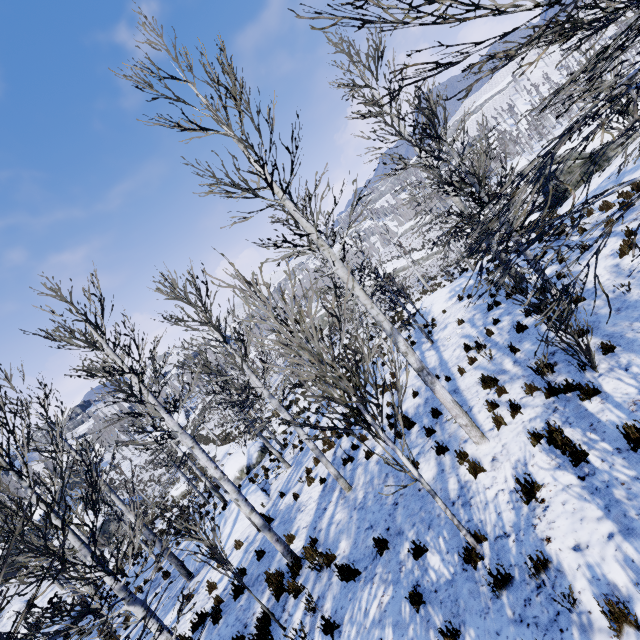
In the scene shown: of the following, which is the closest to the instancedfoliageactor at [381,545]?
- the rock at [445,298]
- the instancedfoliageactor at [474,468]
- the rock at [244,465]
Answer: the instancedfoliageactor at [474,468]

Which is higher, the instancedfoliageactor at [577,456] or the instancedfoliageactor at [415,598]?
the instancedfoliageactor at [577,456]

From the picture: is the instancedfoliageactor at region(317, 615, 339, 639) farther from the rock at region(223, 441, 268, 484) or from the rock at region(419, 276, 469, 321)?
the rock at region(419, 276, 469, 321)

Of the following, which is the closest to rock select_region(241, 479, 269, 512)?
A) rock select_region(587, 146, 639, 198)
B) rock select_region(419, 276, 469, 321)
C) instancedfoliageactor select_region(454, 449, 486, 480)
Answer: instancedfoliageactor select_region(454, 449, 486, 480)

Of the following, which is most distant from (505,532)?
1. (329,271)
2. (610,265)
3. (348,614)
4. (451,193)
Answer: (451,193)

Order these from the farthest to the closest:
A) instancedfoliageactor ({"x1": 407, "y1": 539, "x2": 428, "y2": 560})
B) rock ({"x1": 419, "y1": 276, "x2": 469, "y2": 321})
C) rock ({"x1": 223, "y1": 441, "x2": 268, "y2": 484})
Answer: rock ({"x1": 223, "y1": 441, "x2": 268, "y2": 484})
rock ({"x1": 419, "y1": 276, "x2": 469, "y2": 321})
instancedfoliageactor ({"x1": 407, "y1": 539, "x2": 428, "y2": 560})

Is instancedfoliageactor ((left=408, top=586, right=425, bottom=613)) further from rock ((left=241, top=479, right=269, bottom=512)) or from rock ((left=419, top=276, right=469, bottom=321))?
rock ((left=419, top=276, right=469, bottom=321))

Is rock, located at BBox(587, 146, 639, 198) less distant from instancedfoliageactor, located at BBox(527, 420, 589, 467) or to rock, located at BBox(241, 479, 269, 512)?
instancedfoliageactor, located at BBox(527, 420, 589, 467)
